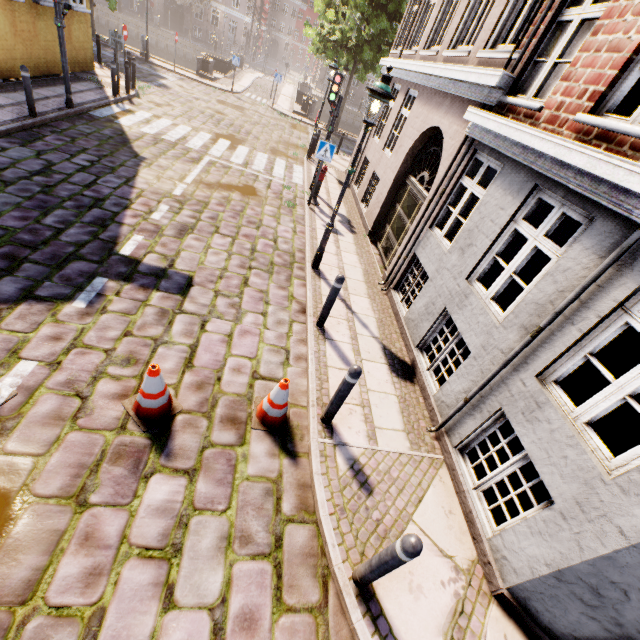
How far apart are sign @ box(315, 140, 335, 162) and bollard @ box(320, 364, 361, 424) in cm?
777

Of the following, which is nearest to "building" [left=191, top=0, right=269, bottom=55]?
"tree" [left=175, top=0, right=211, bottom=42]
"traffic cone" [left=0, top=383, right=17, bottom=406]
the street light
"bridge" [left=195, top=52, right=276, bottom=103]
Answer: "tree" [left=175, top=0, right=211, bottom=42]

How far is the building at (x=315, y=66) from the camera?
47.19m

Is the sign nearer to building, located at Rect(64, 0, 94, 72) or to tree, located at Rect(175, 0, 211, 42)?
tree, located at Rect(175, 0, 211, 42)

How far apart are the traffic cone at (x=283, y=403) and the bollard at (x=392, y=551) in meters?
1.6 m

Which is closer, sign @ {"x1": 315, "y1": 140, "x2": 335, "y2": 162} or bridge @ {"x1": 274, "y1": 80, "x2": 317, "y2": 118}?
sign @ {"x1": 315, "y1": 140, "x2": 335, "y2": 162}

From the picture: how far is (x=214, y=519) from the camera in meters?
3.2 m

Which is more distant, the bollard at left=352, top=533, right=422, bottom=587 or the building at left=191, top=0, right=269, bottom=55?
the building at left=191, top=0, right=269, bottom=55
